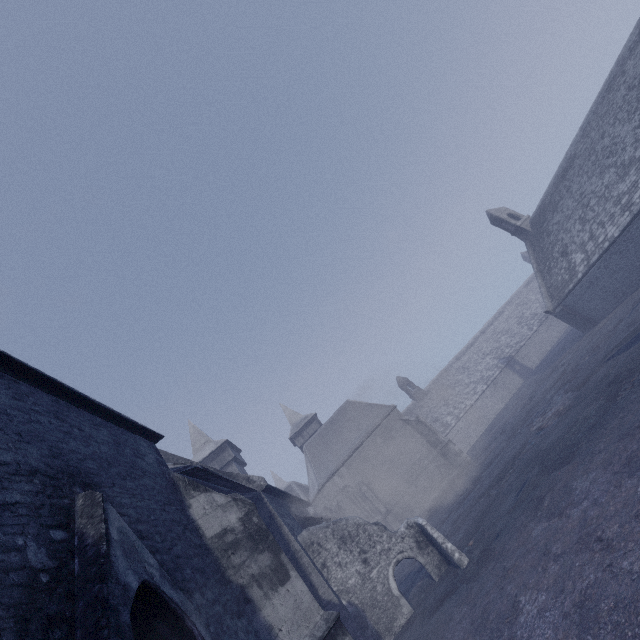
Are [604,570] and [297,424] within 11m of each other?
no
